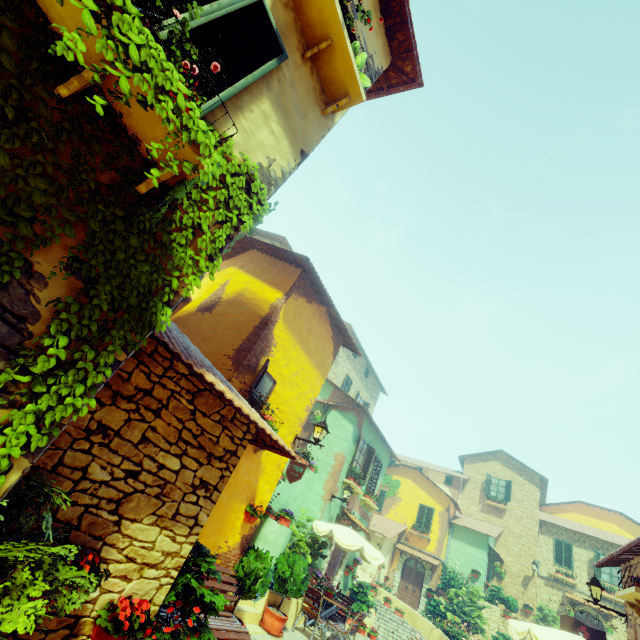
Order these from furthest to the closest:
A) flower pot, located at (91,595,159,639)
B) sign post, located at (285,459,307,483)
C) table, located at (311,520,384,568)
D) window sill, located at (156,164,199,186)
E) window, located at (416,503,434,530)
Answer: window, located at (416,503,434,530) → table, located at (311,520,384,568) → sign post, located at (285,459,307,483) → flower pot, located at (91,595,159,639) → window sill, located at (156,164,199,186)

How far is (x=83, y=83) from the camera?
1.9m

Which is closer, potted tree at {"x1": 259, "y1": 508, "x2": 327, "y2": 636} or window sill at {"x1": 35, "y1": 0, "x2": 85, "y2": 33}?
window sill at {"x1": 35, "y1": 0, "x2": 85, "y2": 33}

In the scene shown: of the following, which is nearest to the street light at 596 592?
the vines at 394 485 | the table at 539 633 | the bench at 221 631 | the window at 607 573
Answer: the table at 539 633

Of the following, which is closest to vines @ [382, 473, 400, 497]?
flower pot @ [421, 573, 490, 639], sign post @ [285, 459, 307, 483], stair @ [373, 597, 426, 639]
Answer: stair @ [373, 597, 426, 639]

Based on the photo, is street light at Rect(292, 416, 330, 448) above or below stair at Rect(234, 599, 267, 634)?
above

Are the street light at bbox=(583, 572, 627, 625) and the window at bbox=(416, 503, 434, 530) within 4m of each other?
no

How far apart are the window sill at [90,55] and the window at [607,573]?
32.0m
